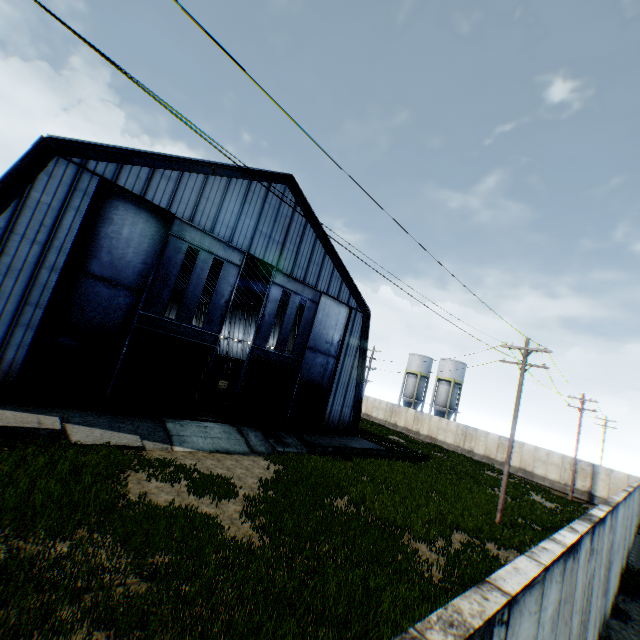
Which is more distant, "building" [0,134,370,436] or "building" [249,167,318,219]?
"building" [249,167,318,219]

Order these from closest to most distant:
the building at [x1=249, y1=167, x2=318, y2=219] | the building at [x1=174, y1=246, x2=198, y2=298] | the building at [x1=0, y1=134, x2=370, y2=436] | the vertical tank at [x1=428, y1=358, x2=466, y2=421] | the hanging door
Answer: the building at [x1=0, y1=134, x2=370, y2=436], the hanging door, the building at [x1=249, y1=167, x2=318, y2=219], the building at [x1=174, y1=246, x2=198, y2=298], the vertical tank at [x1=428, y1=358, x2=466, y2=421]

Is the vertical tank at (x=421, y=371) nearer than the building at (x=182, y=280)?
No

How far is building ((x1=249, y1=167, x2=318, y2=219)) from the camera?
20.8m

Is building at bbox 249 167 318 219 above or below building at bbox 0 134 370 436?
above

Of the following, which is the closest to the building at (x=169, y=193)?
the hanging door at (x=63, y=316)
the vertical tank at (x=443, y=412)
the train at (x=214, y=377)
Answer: the hanging door at (x=63, y=316)

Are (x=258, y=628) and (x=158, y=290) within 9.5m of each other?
no

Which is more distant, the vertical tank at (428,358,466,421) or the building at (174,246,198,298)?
the vertical tank at (428,358,466,421)
